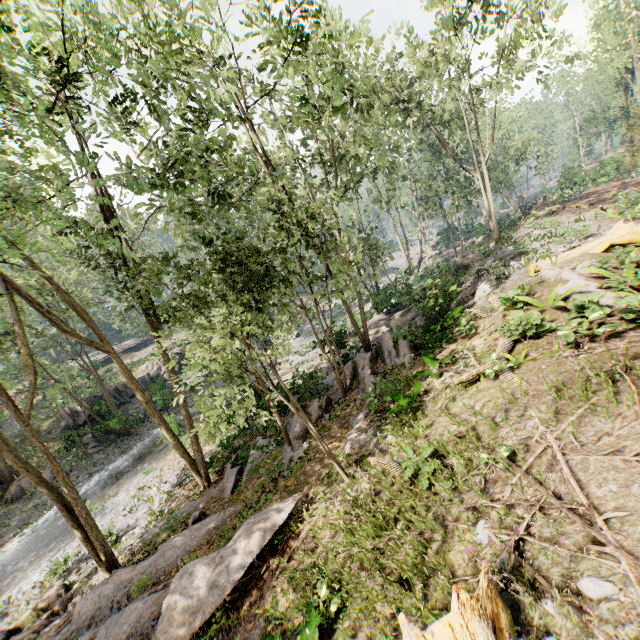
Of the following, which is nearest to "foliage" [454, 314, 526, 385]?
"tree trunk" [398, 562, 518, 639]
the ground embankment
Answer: the ground embankment

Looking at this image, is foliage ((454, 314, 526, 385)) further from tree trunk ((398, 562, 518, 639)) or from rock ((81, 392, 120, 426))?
tree trunk ((398, 562, 518, 639))

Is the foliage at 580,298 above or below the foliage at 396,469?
above

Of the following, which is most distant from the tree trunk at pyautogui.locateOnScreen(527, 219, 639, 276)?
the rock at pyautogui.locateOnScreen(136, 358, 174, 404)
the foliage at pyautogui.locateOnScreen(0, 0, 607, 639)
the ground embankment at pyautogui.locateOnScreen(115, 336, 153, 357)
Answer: the ground embankment at pyautogui.locateOnScreen(115, 336, 153, 357)

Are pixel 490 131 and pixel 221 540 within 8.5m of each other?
no

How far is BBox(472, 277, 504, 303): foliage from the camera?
15.92m

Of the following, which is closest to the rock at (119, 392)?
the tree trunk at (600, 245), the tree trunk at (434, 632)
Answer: the tree trunk at (600, 245)
